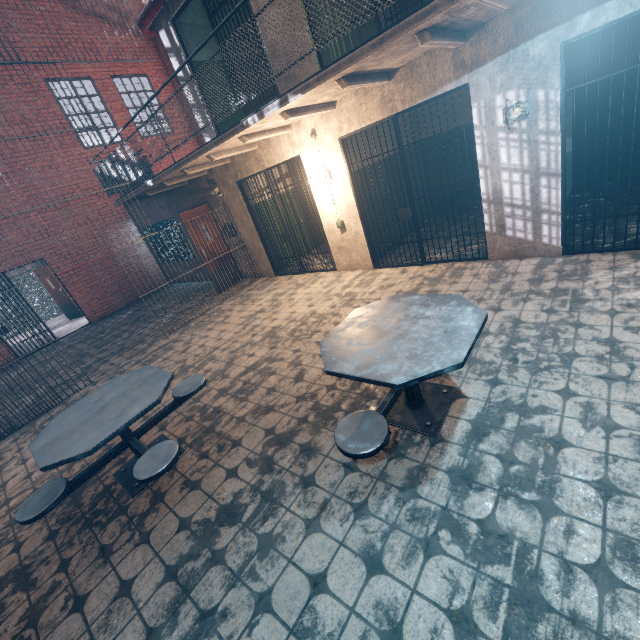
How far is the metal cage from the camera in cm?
1405

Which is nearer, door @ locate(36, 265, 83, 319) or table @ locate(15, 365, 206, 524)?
table @ locate(15, 365, 206, 524)

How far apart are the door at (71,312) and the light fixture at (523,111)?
14.37m

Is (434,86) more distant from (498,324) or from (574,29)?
(498,324)

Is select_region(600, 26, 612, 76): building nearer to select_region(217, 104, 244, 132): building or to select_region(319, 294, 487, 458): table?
select_region(217, 104, 244, 132): building

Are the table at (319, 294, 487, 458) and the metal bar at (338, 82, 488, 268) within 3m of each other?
yes

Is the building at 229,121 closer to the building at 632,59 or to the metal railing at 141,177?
the building at 632,59

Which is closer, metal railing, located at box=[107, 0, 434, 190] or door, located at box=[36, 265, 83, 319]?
metal railing, located at box=[107, 0, 434, 190]
